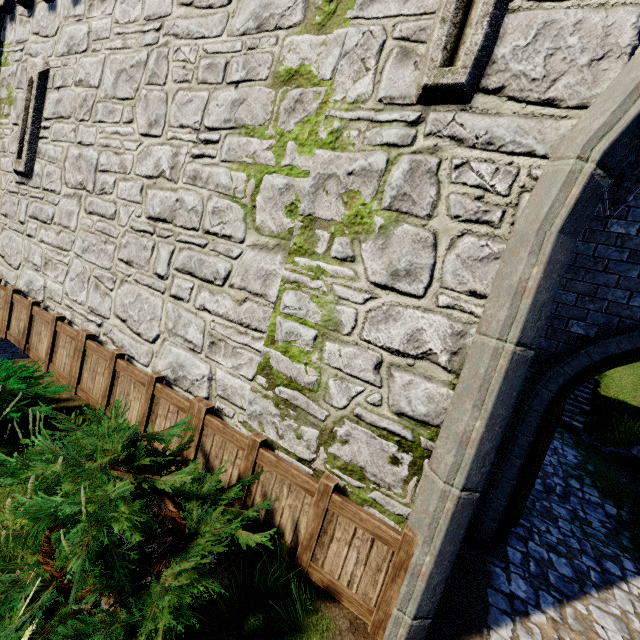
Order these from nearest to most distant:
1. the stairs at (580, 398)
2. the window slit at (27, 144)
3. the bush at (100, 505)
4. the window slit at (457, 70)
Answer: the bush at (100, 505), the window slit at (457, 70), the window slit at (27, 144), the stairs at (580, 398)

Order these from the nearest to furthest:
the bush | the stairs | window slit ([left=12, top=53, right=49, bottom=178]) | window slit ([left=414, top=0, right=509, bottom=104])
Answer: the bush
window slit ([left=414, top=0, right=509, bottom=104])
window slit ([left=12, top=53, right=49, bottom=178])
the stairs

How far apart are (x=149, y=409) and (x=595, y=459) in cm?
1182

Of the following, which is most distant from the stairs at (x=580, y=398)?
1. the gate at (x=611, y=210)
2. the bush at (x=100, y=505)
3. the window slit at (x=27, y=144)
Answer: the window slit at (x=27, y=144)

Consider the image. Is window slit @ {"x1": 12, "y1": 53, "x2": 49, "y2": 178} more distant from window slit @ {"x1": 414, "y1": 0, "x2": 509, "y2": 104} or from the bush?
window slit @ {"x1": 414, "y1": 0, "x2": 509, "y2": 104}

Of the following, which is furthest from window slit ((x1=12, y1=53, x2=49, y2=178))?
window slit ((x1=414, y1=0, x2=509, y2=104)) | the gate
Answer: the gate

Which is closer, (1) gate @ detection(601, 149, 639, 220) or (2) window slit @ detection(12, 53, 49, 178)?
(1) gate @ detection(601, 149, 639, 220)

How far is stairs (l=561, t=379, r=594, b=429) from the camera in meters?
11.1
